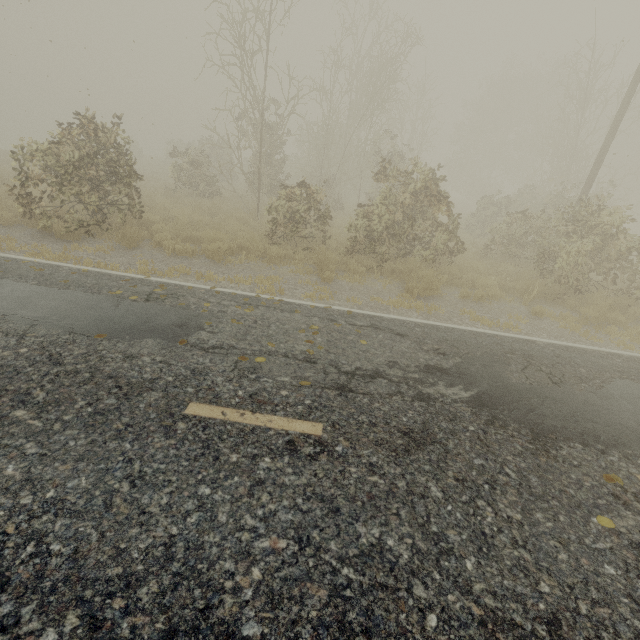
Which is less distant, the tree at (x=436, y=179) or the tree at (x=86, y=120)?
the tree at (x=86, y=120)

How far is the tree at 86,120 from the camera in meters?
8.2

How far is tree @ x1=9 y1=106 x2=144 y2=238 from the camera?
8.2m

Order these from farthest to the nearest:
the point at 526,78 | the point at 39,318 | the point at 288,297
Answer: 1. the point at 526,78
2. the point at 288,297
3. the point at 39,318

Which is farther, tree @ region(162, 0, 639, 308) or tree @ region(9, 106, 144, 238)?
tree @ region(162, 0, 639, 308)
